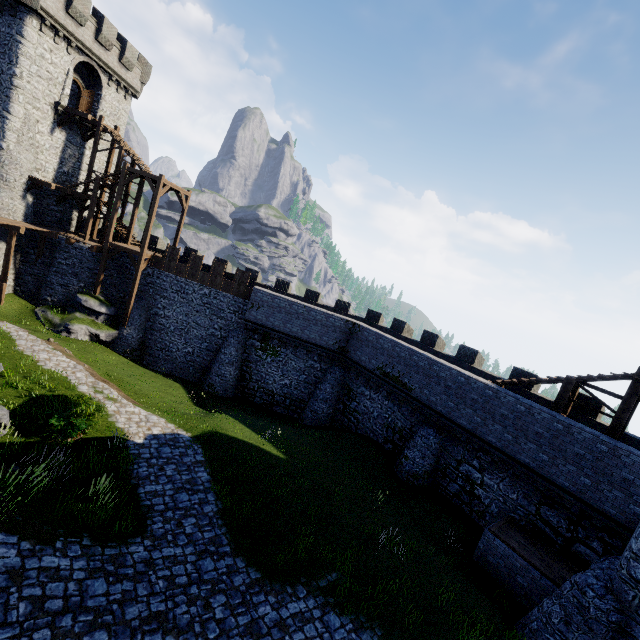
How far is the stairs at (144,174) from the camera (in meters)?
24.02

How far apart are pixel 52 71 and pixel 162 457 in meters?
29.4 m

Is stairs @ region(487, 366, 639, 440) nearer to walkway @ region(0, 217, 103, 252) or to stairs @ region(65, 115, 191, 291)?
stairs @ region(65, 115, 191, 291)

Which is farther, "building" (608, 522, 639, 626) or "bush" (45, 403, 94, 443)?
"bush" (45, 403, 94, 443)

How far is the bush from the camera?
11.8 meters

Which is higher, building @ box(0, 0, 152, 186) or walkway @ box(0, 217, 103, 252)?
building @ box(0, 0, 152, 186)

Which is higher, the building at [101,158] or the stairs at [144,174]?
the building at [101,158]

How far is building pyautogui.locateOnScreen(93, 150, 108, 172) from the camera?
29.4m
